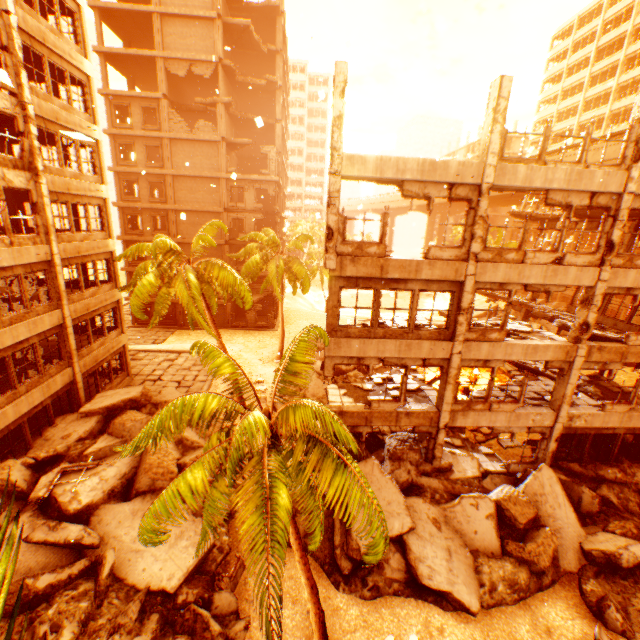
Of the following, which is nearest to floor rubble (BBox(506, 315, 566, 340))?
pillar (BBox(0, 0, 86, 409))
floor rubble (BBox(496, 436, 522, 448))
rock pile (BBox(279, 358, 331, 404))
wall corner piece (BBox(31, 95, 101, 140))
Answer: rock pile (BBox(279, 358, 331, 404))

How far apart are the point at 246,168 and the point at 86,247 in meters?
27.5

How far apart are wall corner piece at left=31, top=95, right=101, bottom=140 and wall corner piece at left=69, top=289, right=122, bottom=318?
8.23m

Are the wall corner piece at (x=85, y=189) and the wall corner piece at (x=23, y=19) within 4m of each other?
no

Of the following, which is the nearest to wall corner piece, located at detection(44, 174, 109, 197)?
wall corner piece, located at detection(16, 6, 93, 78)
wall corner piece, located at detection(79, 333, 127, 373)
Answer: wall corner piece, located at detection(16, 6, 93, 78)

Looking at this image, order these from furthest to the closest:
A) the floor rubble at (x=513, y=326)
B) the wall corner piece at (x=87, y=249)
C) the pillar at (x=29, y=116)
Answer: the wall corner piece at (x=87, y=249) < the floor rubble at (x=513, y=326) < the pillar at (x=29, y=116)

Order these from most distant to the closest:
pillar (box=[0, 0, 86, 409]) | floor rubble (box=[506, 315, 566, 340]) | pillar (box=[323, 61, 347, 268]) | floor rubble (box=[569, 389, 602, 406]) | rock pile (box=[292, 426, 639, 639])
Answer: floor rubble (box=[569, 389, 602, 406]) → floor rubble (box=[506, 315, 566, 340]) → pillar (box=[0, 0, 86, 409]) → rock pile (box=[292, 426, 639, 639]) → pillar (box=[323, 61, 347, 268])

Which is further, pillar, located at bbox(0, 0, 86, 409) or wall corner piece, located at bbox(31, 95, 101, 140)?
wall corner piece, located at bbox(31, 95, 101, 140)
